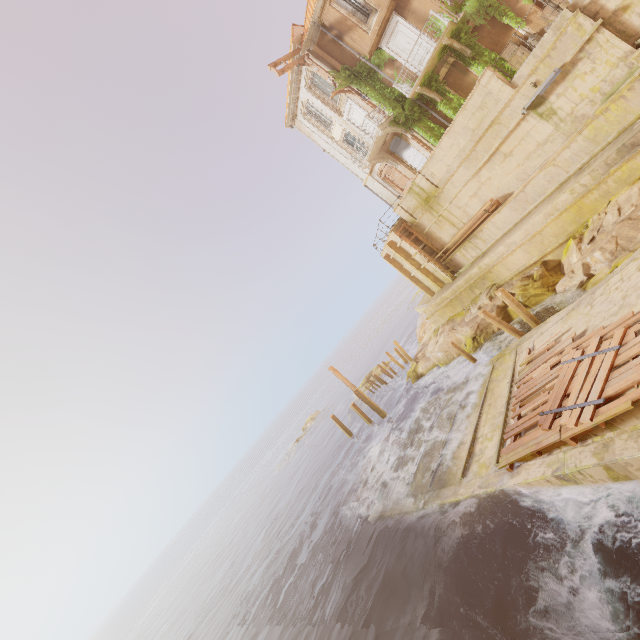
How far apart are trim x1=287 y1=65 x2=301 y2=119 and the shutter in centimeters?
819cm

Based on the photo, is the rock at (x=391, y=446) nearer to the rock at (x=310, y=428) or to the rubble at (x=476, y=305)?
the rubble at (x=476, y=305)

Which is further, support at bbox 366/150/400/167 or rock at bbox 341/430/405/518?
support at bbox 366/150/400/167

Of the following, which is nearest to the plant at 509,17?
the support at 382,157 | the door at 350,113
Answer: the door at 350,113

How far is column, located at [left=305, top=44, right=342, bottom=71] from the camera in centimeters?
2109cm

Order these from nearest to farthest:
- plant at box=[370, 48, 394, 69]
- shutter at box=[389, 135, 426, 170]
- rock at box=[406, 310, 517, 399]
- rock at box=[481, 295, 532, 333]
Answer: rock at box=[481, 295, 532, 333], rock at box=[406, 310, 517, 399], plant at box=[370, 48, 394, 69], shutter at box=[389, 135, 426, 170]

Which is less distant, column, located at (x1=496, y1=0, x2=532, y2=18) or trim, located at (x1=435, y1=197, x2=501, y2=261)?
column, located at (x1=496, y1=0, x2=532, y2=18)

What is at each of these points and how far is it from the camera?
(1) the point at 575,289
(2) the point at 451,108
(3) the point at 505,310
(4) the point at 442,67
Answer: (1) rock, 12.9 meters
(2) plant, 18.9 meters
(3) rock, 15.8 meters
(4) column, 18.2 meters
